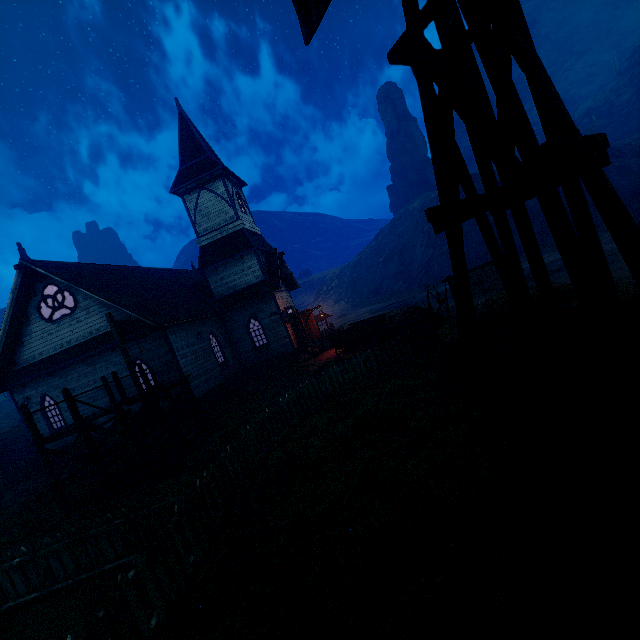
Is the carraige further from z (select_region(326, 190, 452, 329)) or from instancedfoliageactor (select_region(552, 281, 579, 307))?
instancedfoliageactor (select_region(552, 281, 579, 307))

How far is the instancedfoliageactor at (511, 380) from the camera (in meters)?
5.96

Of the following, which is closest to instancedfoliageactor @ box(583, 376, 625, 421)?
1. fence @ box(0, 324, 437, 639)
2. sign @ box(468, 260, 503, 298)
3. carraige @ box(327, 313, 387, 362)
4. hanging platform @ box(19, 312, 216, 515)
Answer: fence @ box(0, 324, 437, 639)

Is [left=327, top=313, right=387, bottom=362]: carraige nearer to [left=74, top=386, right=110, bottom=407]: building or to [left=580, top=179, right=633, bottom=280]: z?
[left=580, top=179, right=633, bottom=280]: z

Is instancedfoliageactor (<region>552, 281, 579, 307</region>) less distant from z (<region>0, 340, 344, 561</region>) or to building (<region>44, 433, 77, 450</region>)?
z (<region>0, 340, 344, 561</region>)

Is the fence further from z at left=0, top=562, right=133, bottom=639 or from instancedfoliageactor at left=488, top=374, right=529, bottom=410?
instancedfoliageactor at left=488, top=374, right=529, bottom=410

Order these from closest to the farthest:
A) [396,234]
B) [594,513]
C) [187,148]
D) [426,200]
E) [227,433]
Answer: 1. [594,513]
2. [227,433]
3. [187,148]
4. [426,200]
5. [396,234]
